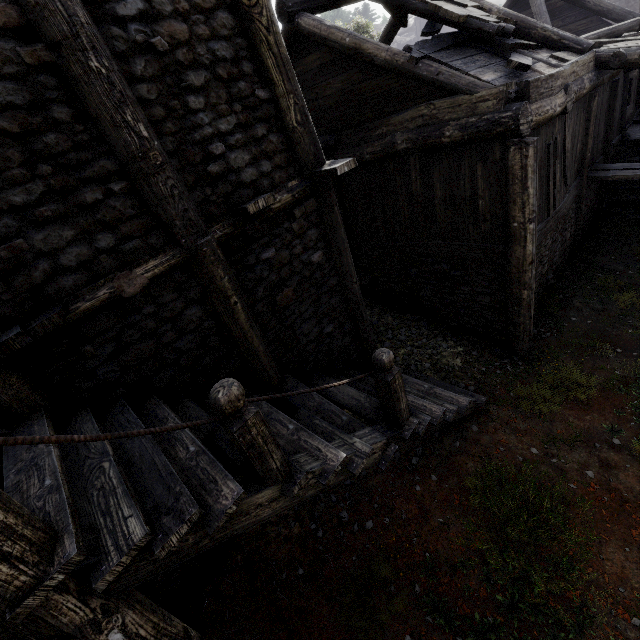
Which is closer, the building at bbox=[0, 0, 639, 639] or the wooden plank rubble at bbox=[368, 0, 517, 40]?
the building at bbox=[0, 0, 639, 639]

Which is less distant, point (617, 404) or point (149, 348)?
point (149, 348)

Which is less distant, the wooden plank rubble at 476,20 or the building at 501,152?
the building at 501,152
